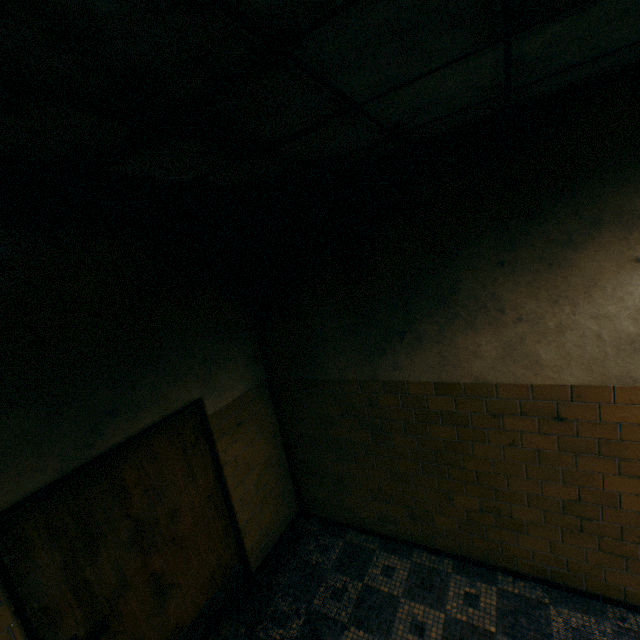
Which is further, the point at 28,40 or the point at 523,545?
Result: the point at 523,545
